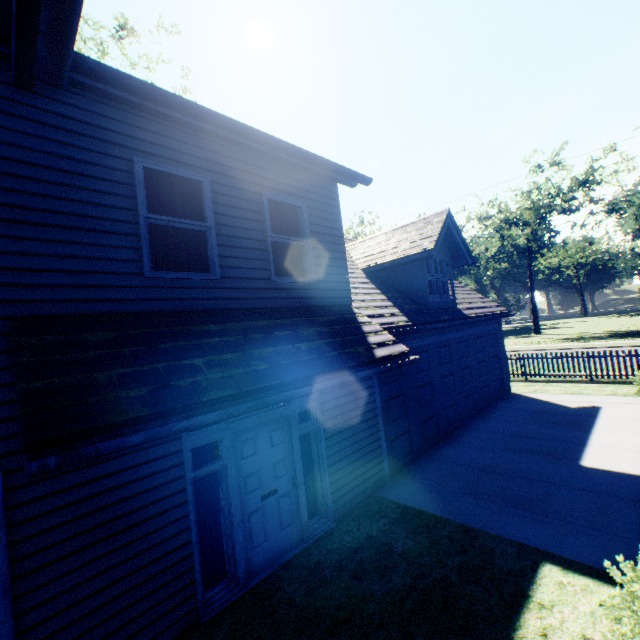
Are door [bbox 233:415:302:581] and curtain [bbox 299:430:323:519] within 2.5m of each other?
yes

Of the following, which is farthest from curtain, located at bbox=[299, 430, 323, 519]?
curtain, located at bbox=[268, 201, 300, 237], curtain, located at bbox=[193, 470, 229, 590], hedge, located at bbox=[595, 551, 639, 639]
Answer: hedge, located at bbox=[595, 551, 639, 639]

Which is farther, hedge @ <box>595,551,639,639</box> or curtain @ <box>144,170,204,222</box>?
curtain @ <box>144,170,204,222</box>

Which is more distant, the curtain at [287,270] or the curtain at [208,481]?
the curtain at [287,270]

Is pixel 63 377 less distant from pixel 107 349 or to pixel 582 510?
pixel 107 349

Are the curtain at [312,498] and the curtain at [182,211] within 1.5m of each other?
no

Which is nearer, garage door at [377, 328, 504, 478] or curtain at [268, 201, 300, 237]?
curtain at [268, 201, 300, 237]

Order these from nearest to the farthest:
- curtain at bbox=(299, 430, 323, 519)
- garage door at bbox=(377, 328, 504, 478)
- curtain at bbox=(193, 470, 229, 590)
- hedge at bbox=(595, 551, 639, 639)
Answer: hedge at bbox=(595, 551, 639, 639), curtain at bbox=(193, 470, 229, 590), curtain at bbox=(299, 430, 323, 519), garage door at bbox=(377, 328, 504, 478)
